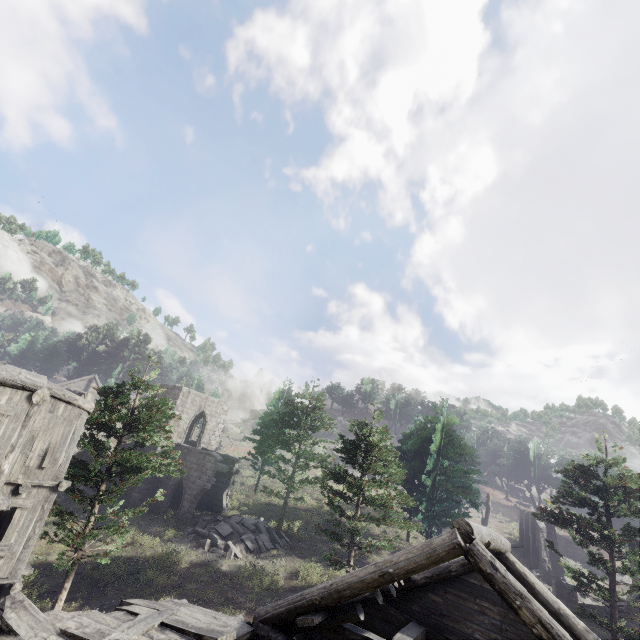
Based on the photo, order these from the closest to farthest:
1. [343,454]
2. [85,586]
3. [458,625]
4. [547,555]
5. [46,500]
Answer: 1. [458,625]
2. [46,500]
3. [85,586]
4. [547,555]
5. [343,454]

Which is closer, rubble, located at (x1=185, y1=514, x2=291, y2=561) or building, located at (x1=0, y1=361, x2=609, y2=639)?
building, located at (x1=0, y1=361, x2=609, y2=639)

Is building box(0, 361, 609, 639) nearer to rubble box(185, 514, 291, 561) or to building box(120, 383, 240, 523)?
rubble box(185, 514, 291, 561)

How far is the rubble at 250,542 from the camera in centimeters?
1944cm

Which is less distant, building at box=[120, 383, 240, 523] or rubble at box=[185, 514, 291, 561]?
rubble at box=[185, 514, 291, 561]

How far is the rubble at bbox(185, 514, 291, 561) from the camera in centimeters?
1944cm

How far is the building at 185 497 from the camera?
24.00m

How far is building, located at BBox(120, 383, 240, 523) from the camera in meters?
24.0
